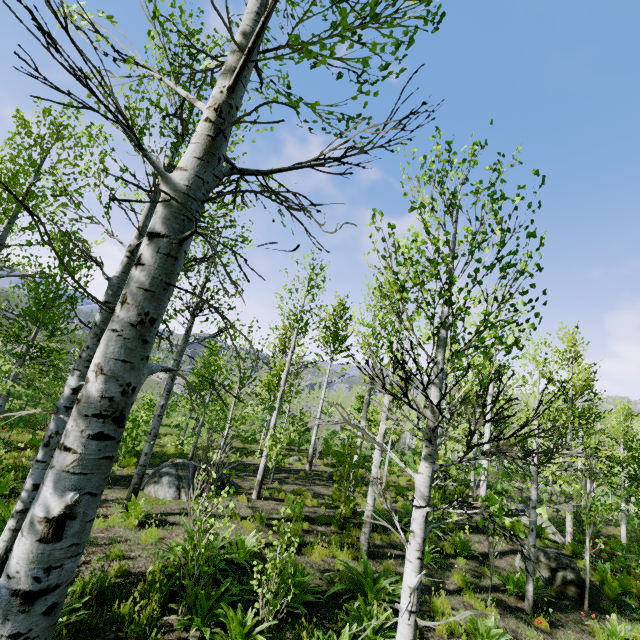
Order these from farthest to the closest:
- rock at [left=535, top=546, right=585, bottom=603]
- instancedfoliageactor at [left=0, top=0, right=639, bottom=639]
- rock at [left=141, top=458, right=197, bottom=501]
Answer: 1. rock at [left=141, top=458, right=197, bottom=501]
2. rock at [left=535, top=546, right=585, bottom=603]
3. instancedfoliageactor at [left=0, top=0, right=639, bottom=639]

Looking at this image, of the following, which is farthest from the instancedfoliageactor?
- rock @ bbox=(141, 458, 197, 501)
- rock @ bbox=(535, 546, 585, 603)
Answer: rock @ bbox=(141, 458, 197, 501)

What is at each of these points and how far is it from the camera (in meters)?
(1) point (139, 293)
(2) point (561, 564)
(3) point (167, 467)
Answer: (1) instancedfoliageactor, 1.62
(2) rock, 9.05
(3) rock, 10.43

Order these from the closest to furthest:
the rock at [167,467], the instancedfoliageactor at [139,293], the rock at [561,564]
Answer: the instancedfoliageactor at [139,293] < the rock at [561,564] < the rock at [167,467]

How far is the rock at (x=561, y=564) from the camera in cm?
859

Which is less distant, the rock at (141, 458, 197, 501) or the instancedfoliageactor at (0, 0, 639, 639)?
the instancedfoliageactor at (0, 0, 639, 639)
